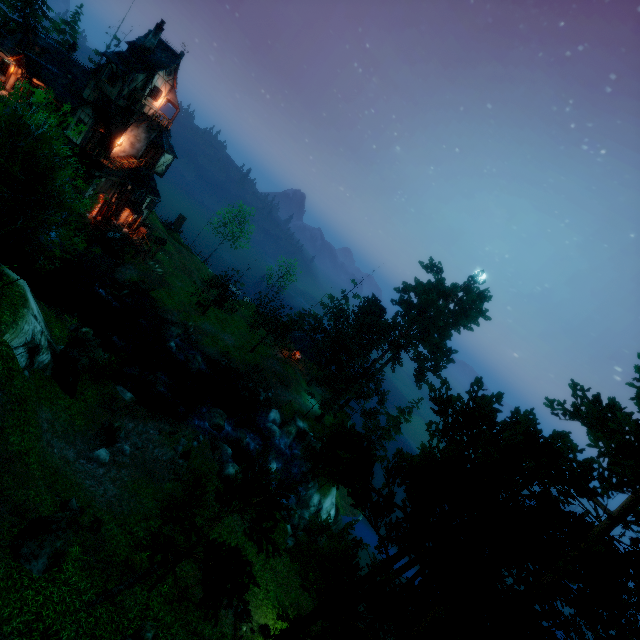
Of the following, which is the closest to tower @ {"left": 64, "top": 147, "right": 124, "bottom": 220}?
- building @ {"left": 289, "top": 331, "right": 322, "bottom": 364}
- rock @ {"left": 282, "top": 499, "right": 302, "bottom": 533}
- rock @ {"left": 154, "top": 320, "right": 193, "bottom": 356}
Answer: rock @ {"left": 154, "top": 320, "right": 193, "bottom": 356}

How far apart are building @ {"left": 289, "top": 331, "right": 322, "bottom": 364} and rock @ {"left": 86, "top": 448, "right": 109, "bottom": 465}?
27.58m

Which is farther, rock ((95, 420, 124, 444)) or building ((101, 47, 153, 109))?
building ((101, 47, 153, 109))

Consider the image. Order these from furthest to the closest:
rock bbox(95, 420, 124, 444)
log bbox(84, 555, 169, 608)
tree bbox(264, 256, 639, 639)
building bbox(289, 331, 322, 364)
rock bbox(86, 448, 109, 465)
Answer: building bbox(289, 331, 322, 364)
rock bbox(95, 420, 124, 444)
rock bbox(86, 448, 109, 465)
log bbox(84, 555, 169, 608)
tree bbox(264, 256, 639, 639)

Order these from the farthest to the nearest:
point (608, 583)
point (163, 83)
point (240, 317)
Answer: point (240, 317) < point (163, 83) < point (608, 583)

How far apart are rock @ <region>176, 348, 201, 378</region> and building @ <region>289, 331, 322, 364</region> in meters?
13.6

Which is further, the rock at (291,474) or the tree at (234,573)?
the rock at (291,474)

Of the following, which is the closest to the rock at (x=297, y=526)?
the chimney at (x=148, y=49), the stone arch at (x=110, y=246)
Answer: the stone arch at (x=110, y=246)
